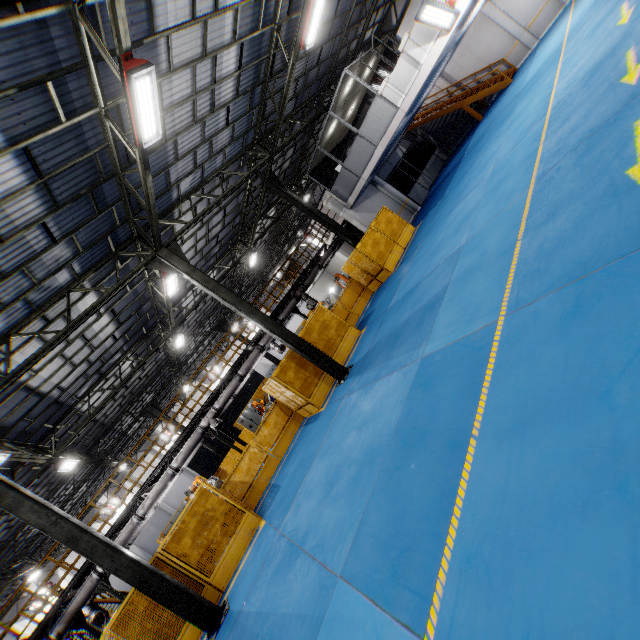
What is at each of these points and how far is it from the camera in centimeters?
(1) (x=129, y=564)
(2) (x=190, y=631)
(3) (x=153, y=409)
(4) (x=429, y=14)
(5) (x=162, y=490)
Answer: (1) metal pole, 777cm
(2) metal panel, 858cm
(3) metal pole, 2264cm
(4) light, 1109cm
(5) vent pipe, 1367cm

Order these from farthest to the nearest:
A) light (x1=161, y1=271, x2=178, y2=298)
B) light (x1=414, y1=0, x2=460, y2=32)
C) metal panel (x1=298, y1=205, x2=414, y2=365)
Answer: metal panel (x1=298, y1=205, x2=414, y2=365) < light (x1=161, y1=271, x2=178, y2=298) < light (x1=414, y1=0, x2=460, y2=32)

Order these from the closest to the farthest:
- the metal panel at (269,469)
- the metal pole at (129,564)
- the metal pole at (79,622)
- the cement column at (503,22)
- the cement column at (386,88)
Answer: the metal pole at (129,564)
the metal panel at (269,469)
the metal pole at (79,622)
the cement column at (386,88)
the cement column at (503,22)

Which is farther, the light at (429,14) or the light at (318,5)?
the light at (429,14)

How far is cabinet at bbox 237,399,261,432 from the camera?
24.55m

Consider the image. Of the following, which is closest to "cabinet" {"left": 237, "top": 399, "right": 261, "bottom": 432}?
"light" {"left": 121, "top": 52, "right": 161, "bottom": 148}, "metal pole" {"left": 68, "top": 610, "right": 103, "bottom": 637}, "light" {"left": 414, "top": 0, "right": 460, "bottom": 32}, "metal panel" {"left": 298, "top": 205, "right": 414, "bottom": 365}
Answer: "metal panel" {"left": 298, "top": 205, "right": 414, "bottom": 365}

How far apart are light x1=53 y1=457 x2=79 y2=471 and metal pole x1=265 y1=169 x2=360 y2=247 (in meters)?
15.85

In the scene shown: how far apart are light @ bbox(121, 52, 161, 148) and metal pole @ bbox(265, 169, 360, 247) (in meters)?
9.17
